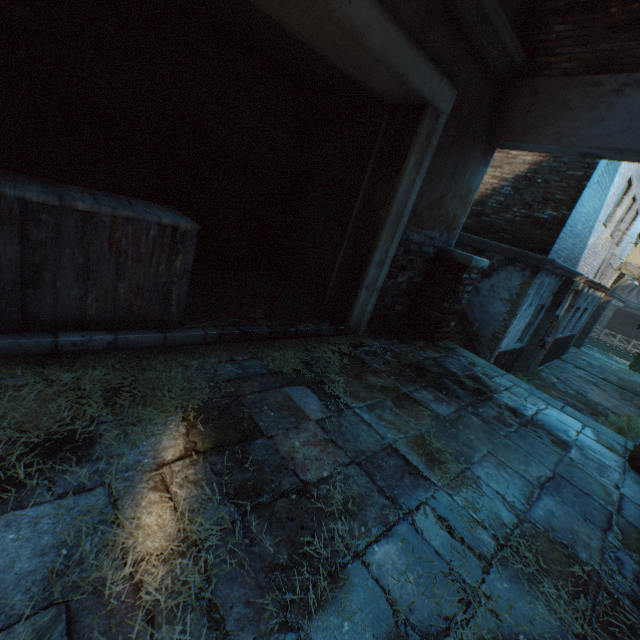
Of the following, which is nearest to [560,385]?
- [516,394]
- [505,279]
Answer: [505,279]

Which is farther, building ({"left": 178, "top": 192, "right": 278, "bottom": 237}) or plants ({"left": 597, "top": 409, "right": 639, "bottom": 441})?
plants ({"left": 597, "top": 409, "right": 639, "bottom": 441})

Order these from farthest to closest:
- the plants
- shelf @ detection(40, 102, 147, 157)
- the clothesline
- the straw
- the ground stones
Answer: the clothesline → the ground stones → the plants → shelf @ detection(40, 102, 147, 157) → the straw

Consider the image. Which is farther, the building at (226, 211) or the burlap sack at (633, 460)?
the building at (226, 211)

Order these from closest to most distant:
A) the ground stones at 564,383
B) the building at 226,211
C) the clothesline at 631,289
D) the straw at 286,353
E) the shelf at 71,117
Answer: the straw at 286,353 < the shelf at 71,117 < the building at 226,211 < the ground stones at 564,383 < the clothesline at 631,289

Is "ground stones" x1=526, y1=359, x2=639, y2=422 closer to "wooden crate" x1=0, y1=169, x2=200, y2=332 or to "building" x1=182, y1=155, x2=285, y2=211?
"building" x1=182, y1=155, x2=285, y2=211

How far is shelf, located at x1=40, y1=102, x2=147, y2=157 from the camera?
3.38m

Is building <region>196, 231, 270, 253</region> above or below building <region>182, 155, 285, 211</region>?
below
